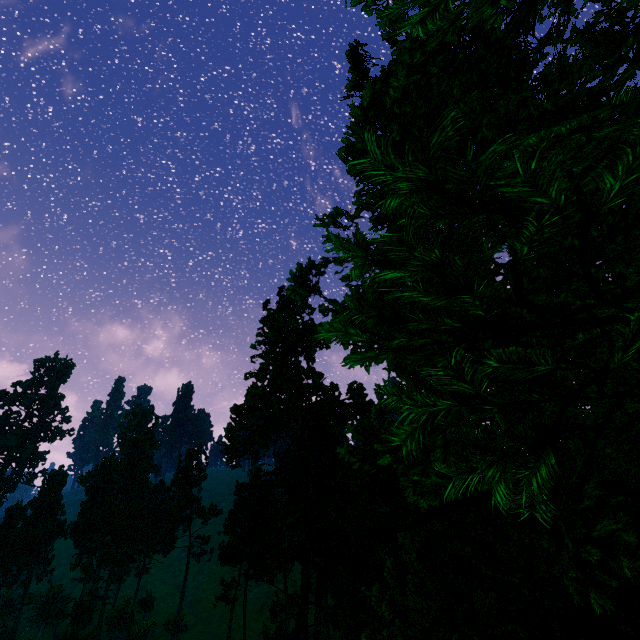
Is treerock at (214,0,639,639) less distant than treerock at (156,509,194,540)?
Yes

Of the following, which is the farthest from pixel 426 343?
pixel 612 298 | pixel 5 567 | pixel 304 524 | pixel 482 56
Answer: pixel 5 567

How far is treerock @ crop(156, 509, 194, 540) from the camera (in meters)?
57.78

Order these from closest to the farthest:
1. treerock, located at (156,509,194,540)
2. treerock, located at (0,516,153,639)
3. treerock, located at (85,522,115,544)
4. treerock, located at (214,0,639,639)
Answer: treerock, located at (214,0,639,639) → treerock, located at (0,516,153,639) → treerock, located at (156,509,194,540) → treerock, located at (85,522,115,544)

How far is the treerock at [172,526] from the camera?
57.78m
